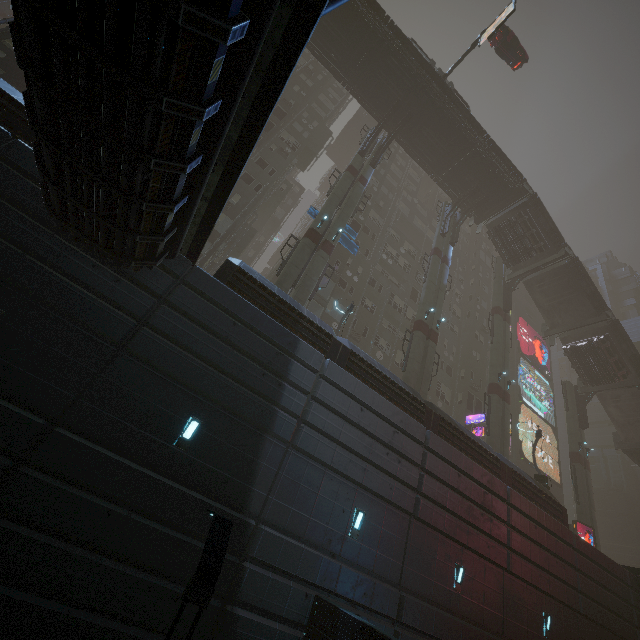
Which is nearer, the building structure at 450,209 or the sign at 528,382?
the building structure at 450,209

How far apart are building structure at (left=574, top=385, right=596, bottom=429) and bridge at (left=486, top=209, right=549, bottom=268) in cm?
1560

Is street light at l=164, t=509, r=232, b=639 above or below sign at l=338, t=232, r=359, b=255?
below

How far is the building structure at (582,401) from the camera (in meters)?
32.44

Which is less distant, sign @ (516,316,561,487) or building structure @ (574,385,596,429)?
building structure @ (574,385,596,429)

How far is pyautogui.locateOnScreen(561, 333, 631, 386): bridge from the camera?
30.22m

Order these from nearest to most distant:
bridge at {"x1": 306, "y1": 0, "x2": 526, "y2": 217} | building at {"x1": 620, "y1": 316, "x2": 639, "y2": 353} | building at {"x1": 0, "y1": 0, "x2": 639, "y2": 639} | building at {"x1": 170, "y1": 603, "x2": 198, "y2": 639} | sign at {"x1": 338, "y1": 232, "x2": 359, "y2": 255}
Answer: building at {"x1": 0, "y1": 0, "x2": 639, "y2": 639}
building at {"x1": 170, "y1": 603, "x2": 198, "y2": 639}
sign at {"x1": 338, "y1": 232, "x2": 359, "y2": 255}
bridge at {"x1": 306, "y1": 0, "x2": 526, "y2": 217}
building at {"x1": 620, "y1": 316, "x2": 639, "y2": 353}

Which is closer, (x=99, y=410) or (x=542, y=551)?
(x=99, y=410)
